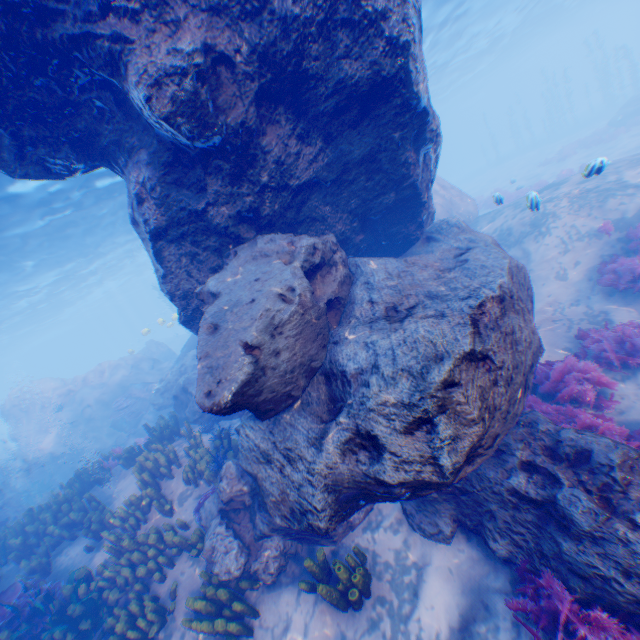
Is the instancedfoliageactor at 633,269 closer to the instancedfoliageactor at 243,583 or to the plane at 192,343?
the instancedfoliageactor at 243,583

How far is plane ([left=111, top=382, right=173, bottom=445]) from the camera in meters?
17.1

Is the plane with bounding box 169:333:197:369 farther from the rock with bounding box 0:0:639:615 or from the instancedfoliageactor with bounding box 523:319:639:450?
A: the instancedfoliageactor with bounding box 523:319:639:450

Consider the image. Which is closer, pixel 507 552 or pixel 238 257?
pixel 507 552

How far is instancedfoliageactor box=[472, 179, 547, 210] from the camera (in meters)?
9.22

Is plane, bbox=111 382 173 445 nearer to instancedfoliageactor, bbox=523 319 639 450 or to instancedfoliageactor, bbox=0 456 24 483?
instancedfoliageactor, bbox=0 456 24 483

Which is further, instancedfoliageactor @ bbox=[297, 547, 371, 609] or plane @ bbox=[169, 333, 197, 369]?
plane @ bbox=[169, 333, 197, 369]

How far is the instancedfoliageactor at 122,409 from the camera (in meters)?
17.44
